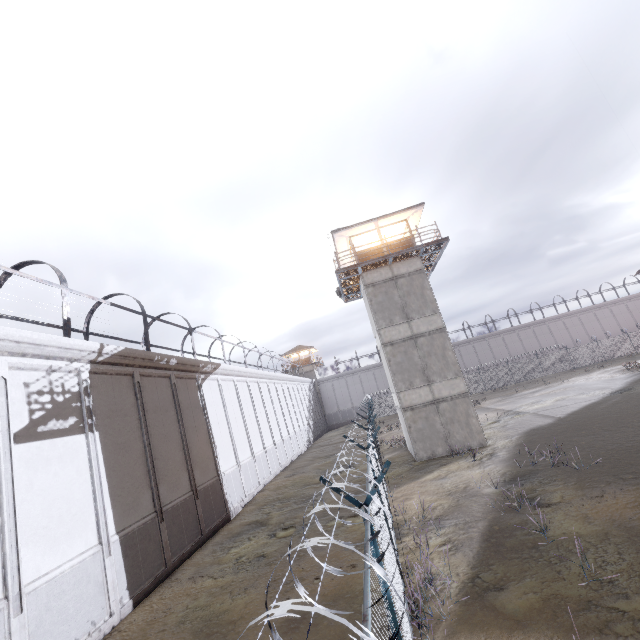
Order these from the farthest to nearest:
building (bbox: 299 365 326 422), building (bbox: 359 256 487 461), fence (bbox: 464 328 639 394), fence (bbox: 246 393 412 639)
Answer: building (bbox: 299 365 326 422)
fence (bbox: 464 328 639 394)
building (bbox: 359 256 487 461)
fence (bbox: 246 393 412 639)

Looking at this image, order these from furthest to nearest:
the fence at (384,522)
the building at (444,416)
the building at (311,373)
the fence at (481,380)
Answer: the building at (311,373)
the fence at (481,380)
the building at (444,416)
the fence at (384,522)

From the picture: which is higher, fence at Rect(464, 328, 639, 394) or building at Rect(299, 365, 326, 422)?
building at Rect(299, 365, 326, 422)

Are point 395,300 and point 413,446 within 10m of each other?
yes

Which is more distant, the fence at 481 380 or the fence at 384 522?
the fence at 481 380

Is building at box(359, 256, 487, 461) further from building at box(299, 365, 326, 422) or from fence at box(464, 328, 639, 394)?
building at box(299, 365, 326, 422)

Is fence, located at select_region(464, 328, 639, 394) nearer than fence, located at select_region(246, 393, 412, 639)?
No

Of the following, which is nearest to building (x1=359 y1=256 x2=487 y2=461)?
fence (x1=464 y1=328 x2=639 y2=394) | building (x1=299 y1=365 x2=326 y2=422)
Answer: fence (x1=464 y1=328 x2=639 y2=394)
